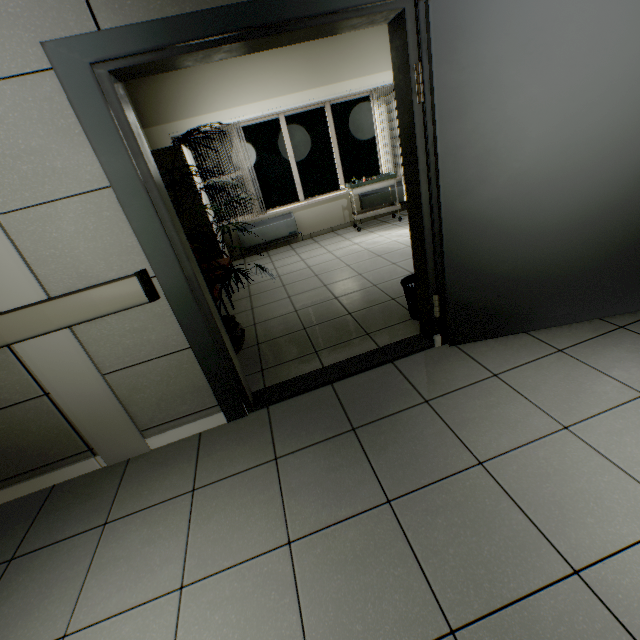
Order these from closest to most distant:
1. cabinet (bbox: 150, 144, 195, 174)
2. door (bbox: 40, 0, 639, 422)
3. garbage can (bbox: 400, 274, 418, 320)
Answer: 1. door (bbox: 40, 0, 639, 422)
2. garbage can (bbox: 400, 274, 418, 320)
3. cabinet (bbox: 150, 144, 195, 174)

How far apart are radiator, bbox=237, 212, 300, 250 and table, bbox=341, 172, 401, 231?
1.1 meters

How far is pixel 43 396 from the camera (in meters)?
1.94

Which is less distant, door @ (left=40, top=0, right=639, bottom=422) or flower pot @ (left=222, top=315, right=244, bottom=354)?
door @ (left=40, top=0, right=639, bottom=422)

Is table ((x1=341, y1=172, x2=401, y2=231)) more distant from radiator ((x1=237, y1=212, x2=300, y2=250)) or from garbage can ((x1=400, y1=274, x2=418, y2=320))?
garbage can ((x1=400, y1=274, x2=418, y2=320))

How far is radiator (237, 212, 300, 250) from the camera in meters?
6.5 m

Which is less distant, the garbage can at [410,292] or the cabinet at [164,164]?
the garbage can at [410,292]

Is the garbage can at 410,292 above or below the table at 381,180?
below
